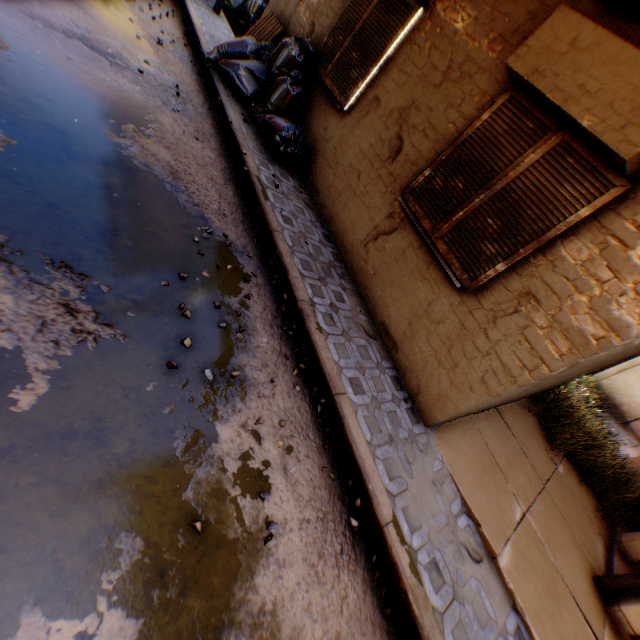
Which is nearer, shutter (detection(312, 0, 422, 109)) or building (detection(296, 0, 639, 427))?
building (detection(296, 0, 639, 427))

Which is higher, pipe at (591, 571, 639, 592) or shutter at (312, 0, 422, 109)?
shutter at (312, 0, 422, 109)

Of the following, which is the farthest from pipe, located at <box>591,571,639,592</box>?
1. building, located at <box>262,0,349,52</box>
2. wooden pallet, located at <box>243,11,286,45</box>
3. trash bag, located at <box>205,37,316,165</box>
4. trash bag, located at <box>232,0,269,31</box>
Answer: trash bag, located at <box>232,0,269,31</box>

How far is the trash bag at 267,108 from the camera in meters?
5.4

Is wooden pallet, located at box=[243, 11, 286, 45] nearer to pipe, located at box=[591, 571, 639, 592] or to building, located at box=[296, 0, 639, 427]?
building, located at box=[296, 0, 639, 427]

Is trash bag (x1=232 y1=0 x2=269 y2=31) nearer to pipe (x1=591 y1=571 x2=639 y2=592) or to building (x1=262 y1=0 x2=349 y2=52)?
building (x1=262 y1=0 x2=349 y2=52)

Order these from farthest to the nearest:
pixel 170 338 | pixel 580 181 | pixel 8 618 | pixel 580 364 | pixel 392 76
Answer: pixel 392 76 → pixel 580 364 → pixel 580 181 → pixel 170 338 → pixel 8 618

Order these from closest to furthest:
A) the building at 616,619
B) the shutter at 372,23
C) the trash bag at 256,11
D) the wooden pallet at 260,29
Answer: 1. the building at 616,619
2. the shutter at 372,23
3. the wooden pallet at 260,29
4. the trash bag at 256,11
